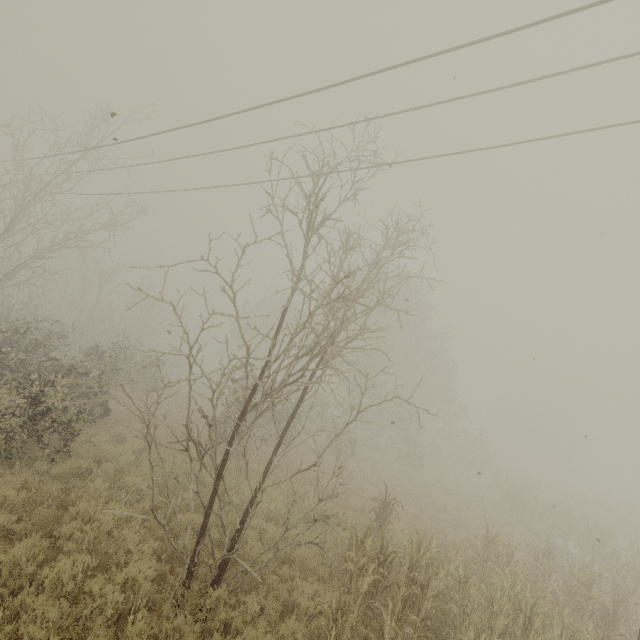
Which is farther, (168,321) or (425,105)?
(168,321)
